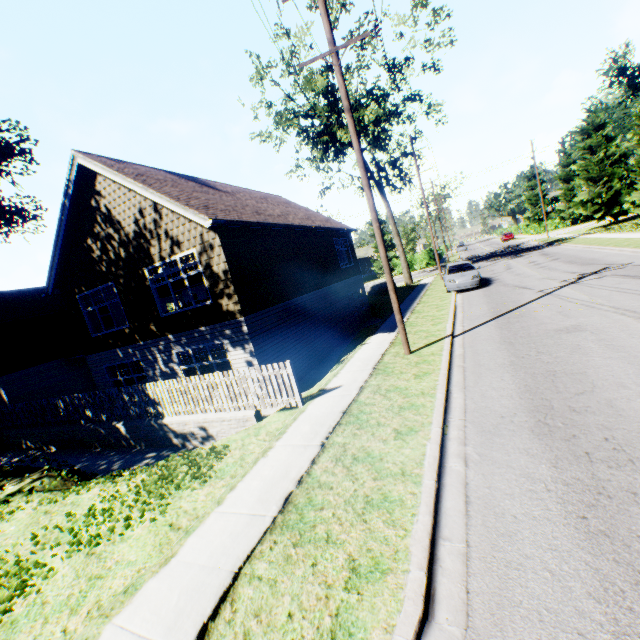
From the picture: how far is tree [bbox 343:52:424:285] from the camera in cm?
2406

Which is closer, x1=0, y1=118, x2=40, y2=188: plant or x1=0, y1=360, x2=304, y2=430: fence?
x1=0, y1=360, x2=304, y2=430: fence

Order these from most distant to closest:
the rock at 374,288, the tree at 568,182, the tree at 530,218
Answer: the tree at 530,218 → the rock at 374,288 → the tree at 568,182

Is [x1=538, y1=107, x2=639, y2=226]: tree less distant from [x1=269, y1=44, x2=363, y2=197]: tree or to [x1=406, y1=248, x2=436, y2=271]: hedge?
[x1=406, y1=248, x2=436, y2=271]: hedge

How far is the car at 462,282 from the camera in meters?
18.3 m

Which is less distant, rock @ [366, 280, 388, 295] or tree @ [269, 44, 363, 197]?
tree @ [269, 44, 363, 197]

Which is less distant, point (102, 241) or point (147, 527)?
point (147, 527)

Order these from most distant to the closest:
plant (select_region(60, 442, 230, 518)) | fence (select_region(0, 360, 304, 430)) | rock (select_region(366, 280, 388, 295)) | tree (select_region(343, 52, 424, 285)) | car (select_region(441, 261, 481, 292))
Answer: rock (select_region(366, 280, 388, 295)) < tree (select_region(343, 52, 424, 285)) < car (select_region(441, 261, 481, 292)) < fence (select_region(0, 360, 304, 430)) < plant (select_region(60, 442, 230, 518))
